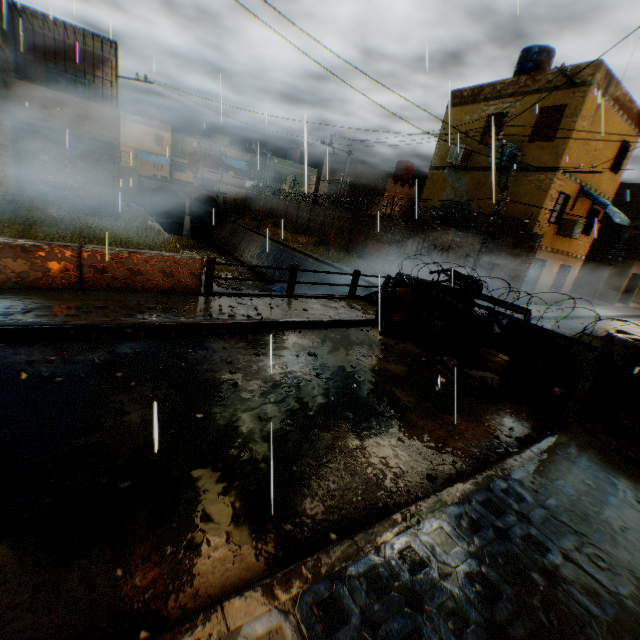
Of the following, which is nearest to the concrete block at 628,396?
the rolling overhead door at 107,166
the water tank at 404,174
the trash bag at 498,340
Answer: → the trash bag at 498,340

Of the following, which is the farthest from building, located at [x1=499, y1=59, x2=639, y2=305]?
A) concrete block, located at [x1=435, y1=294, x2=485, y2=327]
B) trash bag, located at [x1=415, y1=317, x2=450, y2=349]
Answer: trash bag, located at [x1=415, y1=317, x2=450, y2=349]

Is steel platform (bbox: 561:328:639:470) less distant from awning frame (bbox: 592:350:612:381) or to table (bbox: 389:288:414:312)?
awning frame (bbox: 592:350:612:381)

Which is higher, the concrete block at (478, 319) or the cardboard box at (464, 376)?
the concrete block at (478, 319)

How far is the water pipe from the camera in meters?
32.2

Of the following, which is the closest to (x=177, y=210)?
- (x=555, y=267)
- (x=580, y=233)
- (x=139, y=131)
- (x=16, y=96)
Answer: (x=139, y=131)

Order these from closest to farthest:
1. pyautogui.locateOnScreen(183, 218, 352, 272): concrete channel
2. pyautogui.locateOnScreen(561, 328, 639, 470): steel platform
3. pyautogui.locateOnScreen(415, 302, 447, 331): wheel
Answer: pyautogui.locateOnScreen(561, 328, 639, 470): steel platform → pyautogui.locateOnScreen(415, 302, 447, 331): wheel → pyautogui.locateOnScreen(183, 218, 352, 272): concrete channel

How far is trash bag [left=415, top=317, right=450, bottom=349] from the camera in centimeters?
815cm
